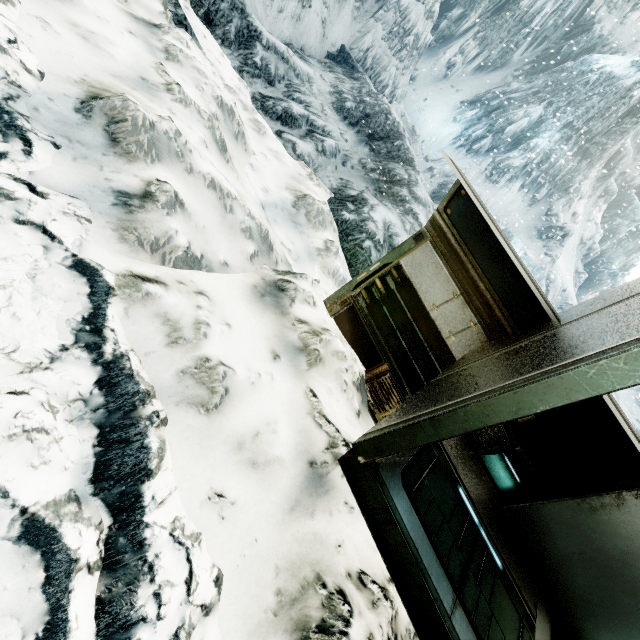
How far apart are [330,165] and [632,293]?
10.74m

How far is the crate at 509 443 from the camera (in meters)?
3.43

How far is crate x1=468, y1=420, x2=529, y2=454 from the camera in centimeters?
343cm
